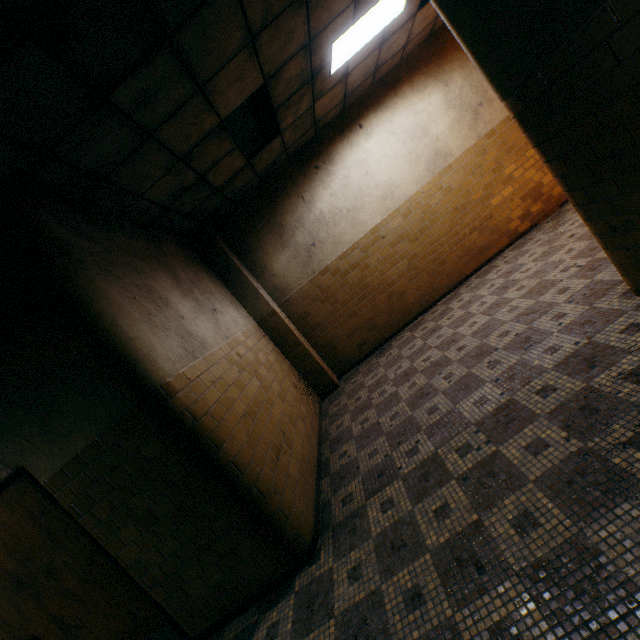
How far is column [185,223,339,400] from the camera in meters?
5.9

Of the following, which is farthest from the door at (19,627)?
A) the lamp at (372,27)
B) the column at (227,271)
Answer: the lamp at (372,27)

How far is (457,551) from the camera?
1.98m

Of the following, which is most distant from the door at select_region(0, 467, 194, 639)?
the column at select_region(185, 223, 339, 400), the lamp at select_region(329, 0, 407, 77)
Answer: the lamp at select_region(329, 0, 407, 77)

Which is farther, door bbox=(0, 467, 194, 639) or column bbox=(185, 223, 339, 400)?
column bbox=(185, 223, 339, 400)

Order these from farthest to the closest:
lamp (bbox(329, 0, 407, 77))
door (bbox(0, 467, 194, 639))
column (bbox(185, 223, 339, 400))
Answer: column (bbox(185, 223, 339, 400)), lamp (bbox(329, 0, 407, 77)), door (bbox(0, 467, 194, 639))

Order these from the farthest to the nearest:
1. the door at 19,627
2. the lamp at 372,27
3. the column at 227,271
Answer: the column at 227,271 → the lamp at 372,27 → the door at 19,627

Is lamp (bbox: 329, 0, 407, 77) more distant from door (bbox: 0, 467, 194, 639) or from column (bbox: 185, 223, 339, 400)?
door (bbox: 0, 467, 194, 639)
